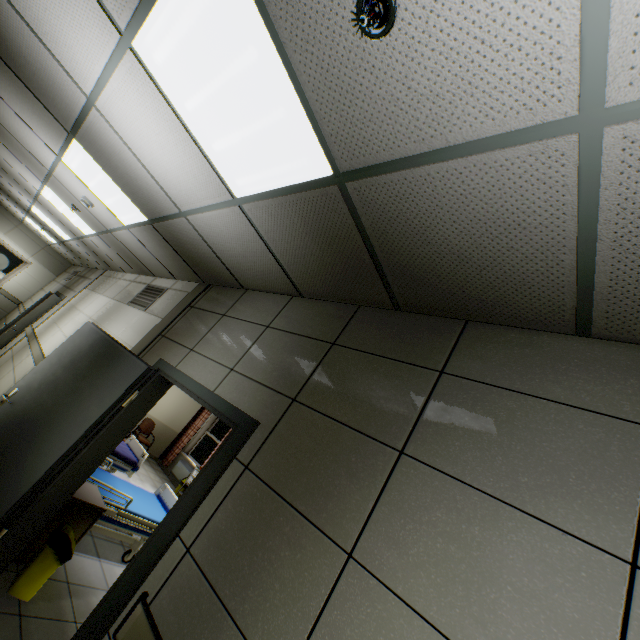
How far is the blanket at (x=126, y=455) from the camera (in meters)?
5.81

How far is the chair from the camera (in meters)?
9.07

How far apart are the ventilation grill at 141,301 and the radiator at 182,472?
5.7 meters

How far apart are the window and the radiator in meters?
0.1

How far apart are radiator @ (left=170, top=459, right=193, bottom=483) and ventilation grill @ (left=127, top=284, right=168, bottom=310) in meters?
5.7

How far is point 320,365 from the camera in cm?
223

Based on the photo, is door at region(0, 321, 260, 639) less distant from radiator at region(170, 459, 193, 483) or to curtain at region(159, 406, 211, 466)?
curtain at region(159, 406, 211, 466)

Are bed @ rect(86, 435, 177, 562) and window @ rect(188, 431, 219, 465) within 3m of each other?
no
